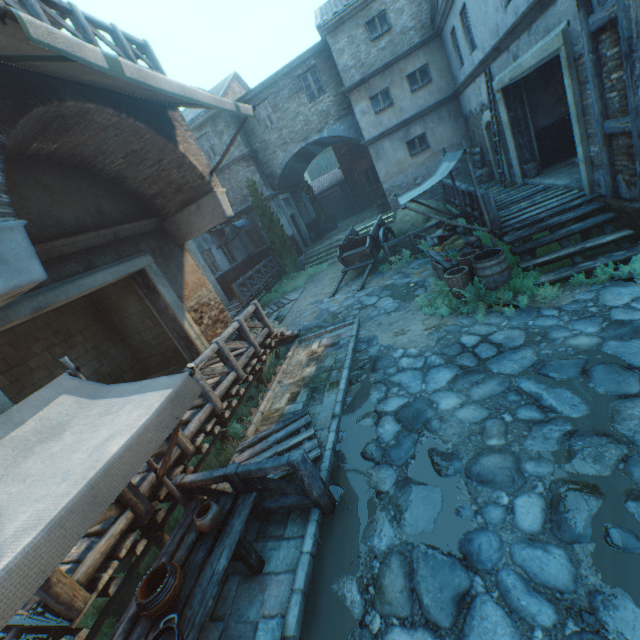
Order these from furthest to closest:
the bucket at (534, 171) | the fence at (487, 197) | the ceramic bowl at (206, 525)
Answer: the bucket at (534, 171) < the fence at (487, 197) < the ceramic bowl at (206, 525)

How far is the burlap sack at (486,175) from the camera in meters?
13.5 m

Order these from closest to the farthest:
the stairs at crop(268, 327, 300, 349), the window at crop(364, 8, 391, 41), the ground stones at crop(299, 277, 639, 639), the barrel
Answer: the ground stones at crop(299, 277, 639, 639) < the barrel < the stairs at crop(268, 327, 300, 349) < the window at crop(364, 8, 391, 41)

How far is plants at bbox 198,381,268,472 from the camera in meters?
5.9

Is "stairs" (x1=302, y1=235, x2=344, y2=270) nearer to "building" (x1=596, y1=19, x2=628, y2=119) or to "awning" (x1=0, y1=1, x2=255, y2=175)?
"building" (x1=596, y1=19, x2=628, y2=119)

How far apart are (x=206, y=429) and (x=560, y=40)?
9.75m

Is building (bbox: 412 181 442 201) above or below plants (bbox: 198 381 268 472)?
above

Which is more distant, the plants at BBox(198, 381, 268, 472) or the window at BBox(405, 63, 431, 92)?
the window at BBox(405, 63, 431, 92)
